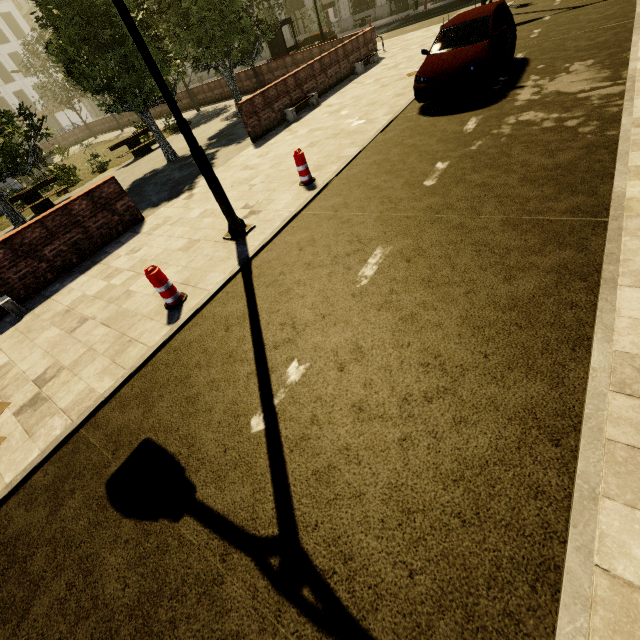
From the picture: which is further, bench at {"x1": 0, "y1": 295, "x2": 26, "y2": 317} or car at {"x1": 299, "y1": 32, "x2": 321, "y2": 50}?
car at {"x1": 299, "y1": 32, "x2": 321, "y2": 50}

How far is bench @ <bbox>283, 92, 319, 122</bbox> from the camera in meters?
11.8

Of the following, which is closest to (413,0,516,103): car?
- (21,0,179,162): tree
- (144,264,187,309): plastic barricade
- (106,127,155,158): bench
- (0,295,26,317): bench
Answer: (144,264,187,309): plastic barricade

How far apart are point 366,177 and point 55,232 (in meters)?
7.20

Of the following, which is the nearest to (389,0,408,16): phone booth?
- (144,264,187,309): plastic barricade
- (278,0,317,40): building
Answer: (278,0,317,40): building

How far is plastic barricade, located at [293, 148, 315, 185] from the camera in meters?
6.9

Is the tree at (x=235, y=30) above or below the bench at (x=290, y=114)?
above

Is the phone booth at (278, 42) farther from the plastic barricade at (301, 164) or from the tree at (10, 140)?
the plastic barricade at (301, 164)
